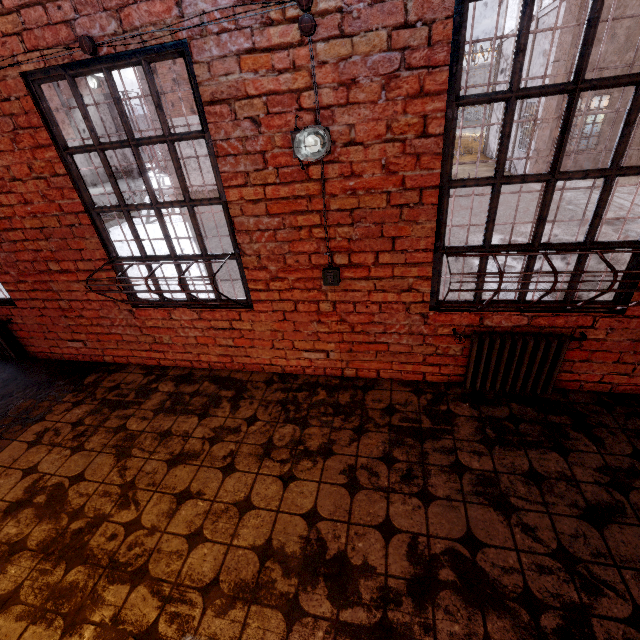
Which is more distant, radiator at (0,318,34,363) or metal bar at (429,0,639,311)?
radiator at (0,318,34,363)

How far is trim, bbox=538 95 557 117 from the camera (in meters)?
12.78

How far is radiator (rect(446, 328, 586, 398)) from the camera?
2.5 meters

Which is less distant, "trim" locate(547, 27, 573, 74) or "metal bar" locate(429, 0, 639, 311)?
"metal bar" locate(429, 0, 639, 311)

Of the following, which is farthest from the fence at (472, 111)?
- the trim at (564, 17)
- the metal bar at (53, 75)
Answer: the metal bar at (53, 75)

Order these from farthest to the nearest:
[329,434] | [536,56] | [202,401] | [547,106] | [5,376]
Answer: [536,56]
[547,106]
[5,376]
[202,401]
[329,434]

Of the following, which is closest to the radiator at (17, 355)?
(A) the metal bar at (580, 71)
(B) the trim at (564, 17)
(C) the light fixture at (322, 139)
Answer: (C) the light fixture at (322, 139)
